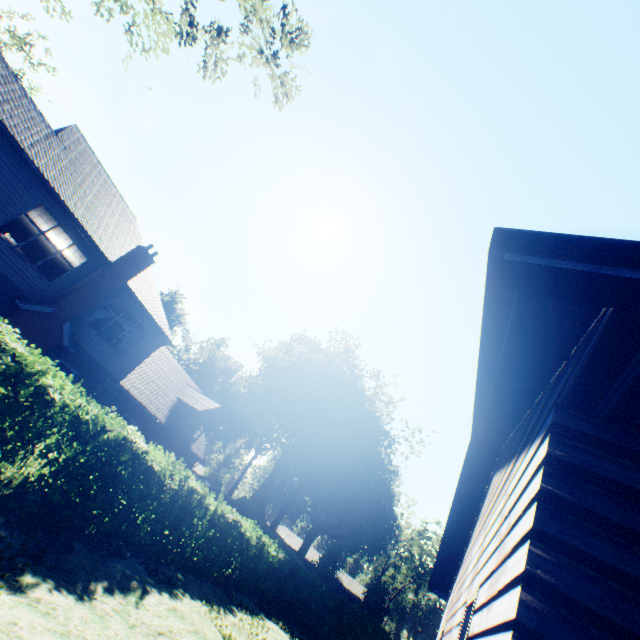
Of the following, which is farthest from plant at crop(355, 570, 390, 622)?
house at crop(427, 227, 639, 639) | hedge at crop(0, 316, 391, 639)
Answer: house at crop(427, 227, 639, 639)

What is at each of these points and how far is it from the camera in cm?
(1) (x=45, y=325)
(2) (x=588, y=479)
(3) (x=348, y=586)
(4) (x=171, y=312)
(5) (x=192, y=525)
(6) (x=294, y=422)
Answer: (1) chimney, 1382
(2) house, 196
(3) house, 5706
(4) plant, 5825
(5) hedge, 1129
(6) plant, 5053

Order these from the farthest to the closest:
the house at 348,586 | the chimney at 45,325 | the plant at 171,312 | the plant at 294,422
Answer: the plant at 171,312, the house at 348,586, the plant at 294,422, the chimney at 45,325

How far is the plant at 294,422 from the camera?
39.4m

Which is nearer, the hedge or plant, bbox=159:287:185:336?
the hedge

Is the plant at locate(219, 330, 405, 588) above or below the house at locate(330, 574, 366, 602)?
above

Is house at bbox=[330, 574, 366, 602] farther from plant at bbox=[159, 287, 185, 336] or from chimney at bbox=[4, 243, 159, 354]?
chimney at bbox=[4, 243, 159, 354]

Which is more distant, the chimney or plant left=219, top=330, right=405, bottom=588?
plant left=219, top=330, right=405, bottom=588
